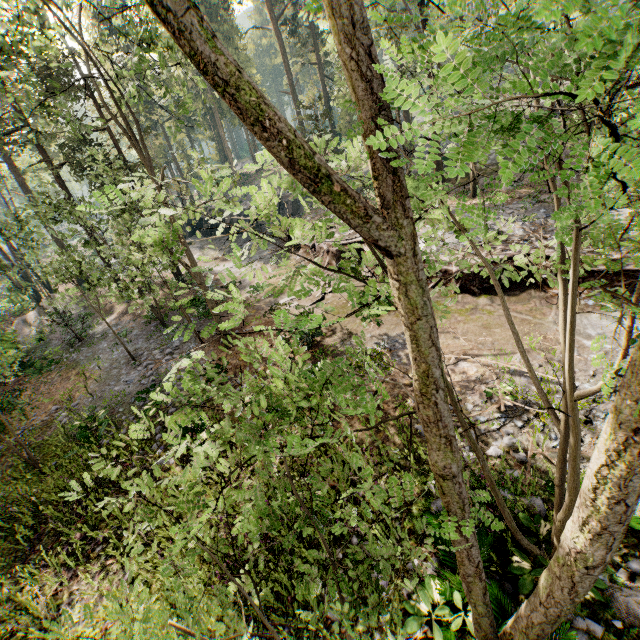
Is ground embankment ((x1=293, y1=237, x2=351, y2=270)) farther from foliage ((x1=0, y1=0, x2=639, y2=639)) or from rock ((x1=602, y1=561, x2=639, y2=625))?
rock ((x1=602, y1=561, x2=639, y2=625))

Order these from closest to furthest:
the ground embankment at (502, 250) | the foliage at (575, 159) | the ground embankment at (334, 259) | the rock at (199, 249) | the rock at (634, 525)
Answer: the foliage at (575, 159) → the rock at (634, 525) → the ground embankment at (502, 250) → the ground embankment at (334, 259) → the rock at (199, 249)

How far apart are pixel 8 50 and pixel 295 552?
16.7m

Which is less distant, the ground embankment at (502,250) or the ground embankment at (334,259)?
the ground embankment at (502,250)

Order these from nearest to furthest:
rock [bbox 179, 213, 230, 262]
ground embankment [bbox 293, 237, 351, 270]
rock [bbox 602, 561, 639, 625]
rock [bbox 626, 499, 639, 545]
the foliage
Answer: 1. the foliage
2. rock [bbox 602, 561, 639, 625]
3. rock [bbox 626, 499, 639, 545]
4. ground embankment [bbox 293, 237, 351, 270]
5. rock [bbox 179, 213, 230, 262]

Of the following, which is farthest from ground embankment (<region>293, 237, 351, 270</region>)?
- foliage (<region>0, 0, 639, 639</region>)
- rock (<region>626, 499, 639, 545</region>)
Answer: rock (<region>626, 499, 639, 545</region>)

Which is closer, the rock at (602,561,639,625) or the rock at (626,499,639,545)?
the rock at (602,561,639,625)
